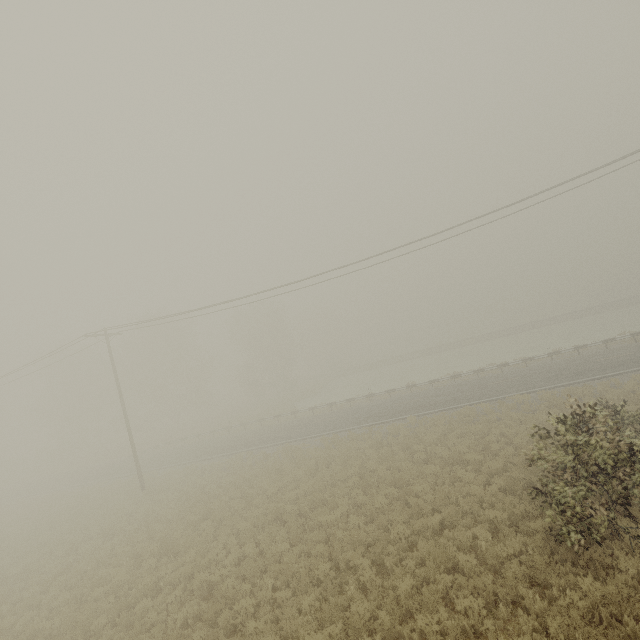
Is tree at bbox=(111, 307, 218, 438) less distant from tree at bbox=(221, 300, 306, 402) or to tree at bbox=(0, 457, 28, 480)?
tree at bbox=(221, 300, 306, 402)

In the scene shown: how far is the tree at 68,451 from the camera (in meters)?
47.47

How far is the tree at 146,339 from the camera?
45.56m

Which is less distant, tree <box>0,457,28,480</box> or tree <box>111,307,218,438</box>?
tree <box>111,307,218,438</box>

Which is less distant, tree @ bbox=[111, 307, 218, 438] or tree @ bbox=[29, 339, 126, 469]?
tree @ bbox=[111, 307, 218, 438]

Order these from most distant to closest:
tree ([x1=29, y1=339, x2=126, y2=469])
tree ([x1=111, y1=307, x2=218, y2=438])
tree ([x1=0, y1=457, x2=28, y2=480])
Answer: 1. tree ([x1=0, y1=457, x2=28, y2=480])
2. tree ([x1=29, y1=339, x2=126, y2=469])
3. tree ([x1=111, y1=307, x2=218, y2=438])

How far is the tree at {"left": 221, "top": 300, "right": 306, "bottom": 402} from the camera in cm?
5019

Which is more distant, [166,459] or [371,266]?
[166,459]
